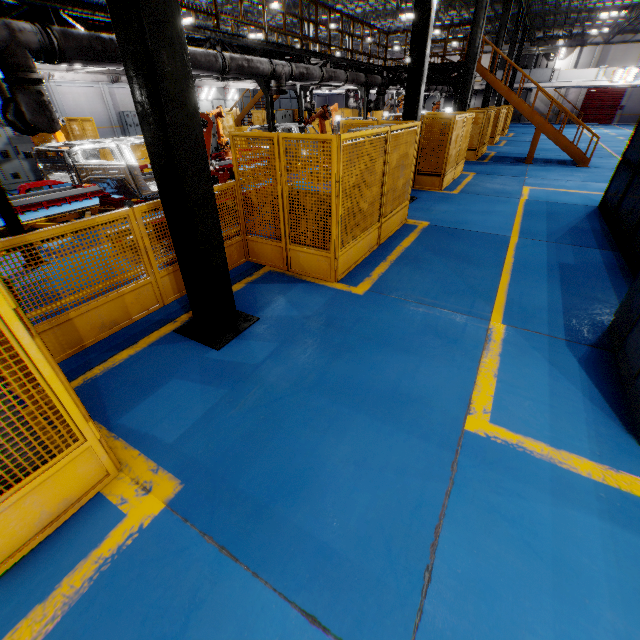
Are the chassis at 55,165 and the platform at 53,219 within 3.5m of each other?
yes

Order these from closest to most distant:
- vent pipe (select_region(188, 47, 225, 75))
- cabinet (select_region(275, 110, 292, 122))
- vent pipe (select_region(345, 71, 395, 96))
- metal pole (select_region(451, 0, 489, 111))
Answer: vent pipe (select_region(188, 47, 225, 75)) < metal pole (select_region(451, 0, 489, 111)) < vent pipe (select_region(345, 71, 395, 96)) < cabinet (select_region(275, 110, 292, 122))

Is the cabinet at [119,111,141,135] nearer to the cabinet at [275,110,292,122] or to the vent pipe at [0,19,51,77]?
the cabinet at [275,110,292,122]

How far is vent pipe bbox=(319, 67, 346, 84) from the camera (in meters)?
11.85

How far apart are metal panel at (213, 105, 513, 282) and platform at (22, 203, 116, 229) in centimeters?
456cm

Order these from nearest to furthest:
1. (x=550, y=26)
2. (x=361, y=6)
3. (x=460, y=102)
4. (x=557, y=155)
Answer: (x=460, y=102) → (x=557, y=155) → (x=361, y=6) → (x=550, y=26)

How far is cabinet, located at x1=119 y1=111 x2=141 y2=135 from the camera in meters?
29.4

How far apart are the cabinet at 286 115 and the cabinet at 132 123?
15.63m
